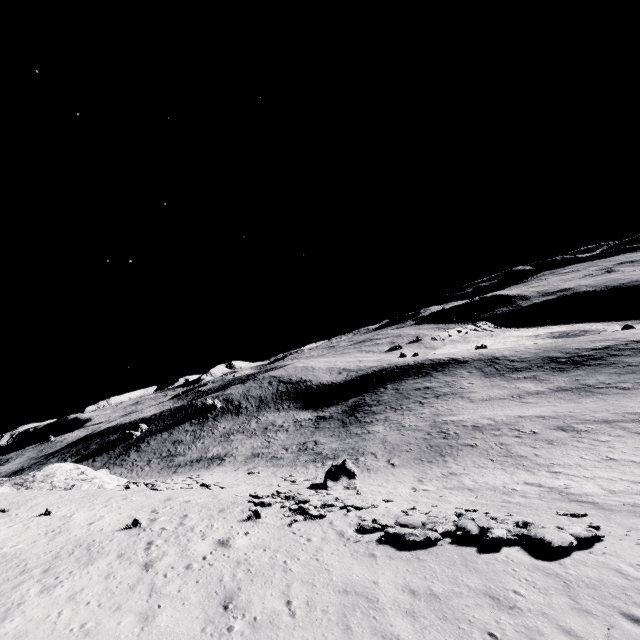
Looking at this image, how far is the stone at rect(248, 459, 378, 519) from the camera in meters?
19.1

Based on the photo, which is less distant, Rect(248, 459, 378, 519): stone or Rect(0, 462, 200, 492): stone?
Rect(248, 459, 378, 519): stone

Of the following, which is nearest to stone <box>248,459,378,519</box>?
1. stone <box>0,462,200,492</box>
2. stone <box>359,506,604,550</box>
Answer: stone <box>359,506,604,550</box>

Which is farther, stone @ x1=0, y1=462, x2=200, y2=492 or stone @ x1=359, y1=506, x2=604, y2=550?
stone @ x1=0, y1=462, x2=200, y2=492

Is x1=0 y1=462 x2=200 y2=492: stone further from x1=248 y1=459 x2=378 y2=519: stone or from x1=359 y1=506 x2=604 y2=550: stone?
x1=359 y1=506 x2=604 y2=550: stone

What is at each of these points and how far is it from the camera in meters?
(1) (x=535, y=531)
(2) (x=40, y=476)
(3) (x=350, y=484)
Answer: (1) stone, 13.2
(2) stone, 30.0
(3) stone, 28.2

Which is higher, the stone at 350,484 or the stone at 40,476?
the stone at 40,476

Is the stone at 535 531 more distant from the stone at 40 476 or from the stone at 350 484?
the stone at 40 476
